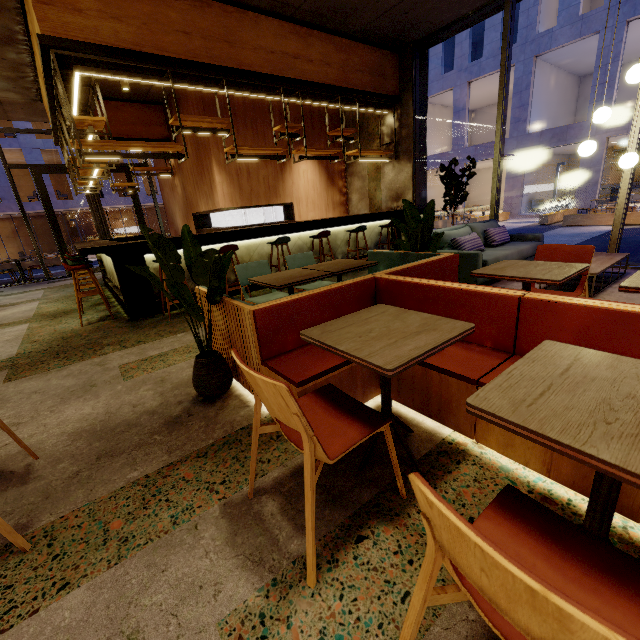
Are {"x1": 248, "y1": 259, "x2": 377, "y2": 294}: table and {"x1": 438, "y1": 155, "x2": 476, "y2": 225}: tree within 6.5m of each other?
yes

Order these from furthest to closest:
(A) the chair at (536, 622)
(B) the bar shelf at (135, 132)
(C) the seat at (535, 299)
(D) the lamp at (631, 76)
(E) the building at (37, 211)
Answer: (E) the building at (37, 211) < (B) the bar shelf at (135, 132) < (D) the lamp at (631, 76) < (C) the seat at (535, 299) < (A) the chair at (536, 622)

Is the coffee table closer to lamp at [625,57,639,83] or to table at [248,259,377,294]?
lamp at [625,57,639,83]

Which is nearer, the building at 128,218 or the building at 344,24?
the building at 344,24

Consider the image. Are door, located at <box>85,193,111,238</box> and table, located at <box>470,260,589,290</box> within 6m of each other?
no

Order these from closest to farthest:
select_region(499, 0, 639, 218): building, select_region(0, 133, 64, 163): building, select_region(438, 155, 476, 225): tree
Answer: select_region(438, 155, 476, 225): tree < select_region(499, 0, 639, 218): building < select_region(0, 133, 64, 163): building

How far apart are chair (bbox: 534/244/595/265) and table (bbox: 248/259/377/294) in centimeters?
140cm

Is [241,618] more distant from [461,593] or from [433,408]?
[433,408]
